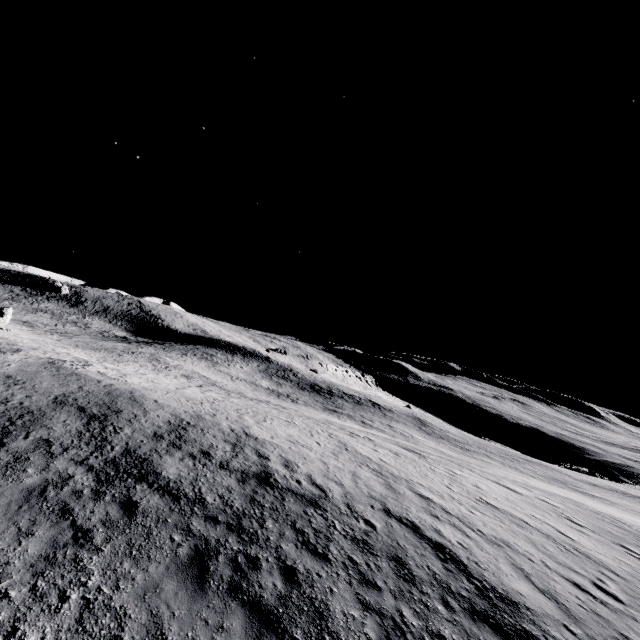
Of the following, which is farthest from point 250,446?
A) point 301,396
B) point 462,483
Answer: point 301,396
